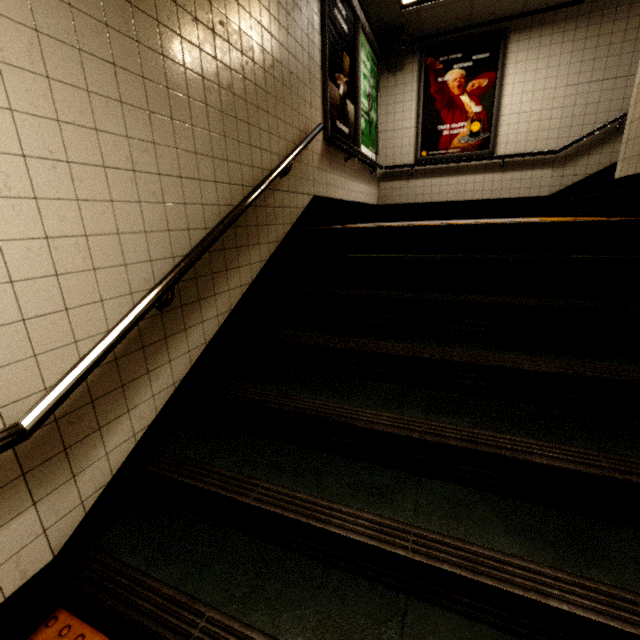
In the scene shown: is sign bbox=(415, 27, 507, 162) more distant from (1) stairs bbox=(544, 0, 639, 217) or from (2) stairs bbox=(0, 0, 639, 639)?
(2) stairs bbox=(0, 0, 639, 639)

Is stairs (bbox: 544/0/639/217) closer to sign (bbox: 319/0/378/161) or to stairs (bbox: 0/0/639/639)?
stairs (bbox: 0/0/639/639)

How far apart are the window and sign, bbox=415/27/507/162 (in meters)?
0.42

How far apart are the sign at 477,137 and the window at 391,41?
0.4m

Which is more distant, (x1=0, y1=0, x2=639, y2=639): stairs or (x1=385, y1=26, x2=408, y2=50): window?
(x1=385, y1=26, x2=408, y2=50): window

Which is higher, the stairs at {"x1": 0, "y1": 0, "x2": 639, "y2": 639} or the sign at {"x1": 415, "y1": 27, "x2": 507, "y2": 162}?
the sign at {"x1": 415, "y1": 27, "x2": 507, "y2": 162}

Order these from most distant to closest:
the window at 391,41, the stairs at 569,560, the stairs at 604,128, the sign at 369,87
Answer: the window at 391,41, the stairs at 604,128, the sign at 369,87, the stairs at 569,560

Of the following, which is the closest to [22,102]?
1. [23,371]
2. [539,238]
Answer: [23,371]
